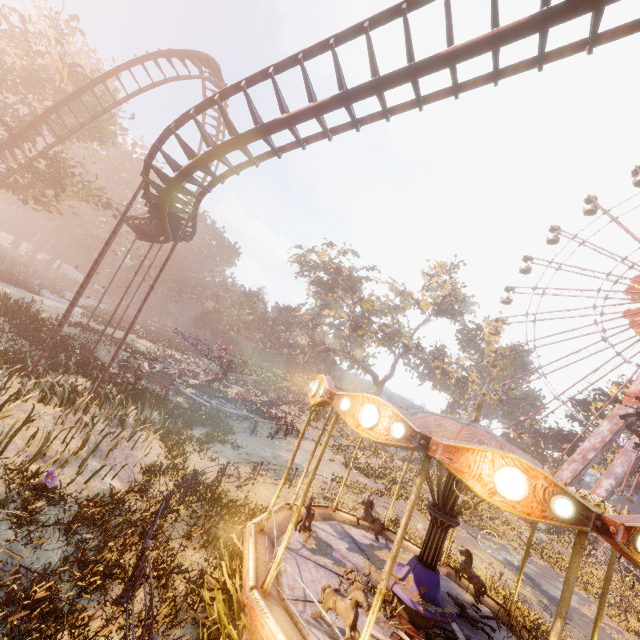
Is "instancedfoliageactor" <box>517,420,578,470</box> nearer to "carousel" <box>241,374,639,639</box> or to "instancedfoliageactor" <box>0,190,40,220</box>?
"carousel" <box>241,374,639,639</box>

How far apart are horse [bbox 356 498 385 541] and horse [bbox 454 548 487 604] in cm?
220

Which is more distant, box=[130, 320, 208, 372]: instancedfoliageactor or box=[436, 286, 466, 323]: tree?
box=[436, 286, 466, 323]: tree

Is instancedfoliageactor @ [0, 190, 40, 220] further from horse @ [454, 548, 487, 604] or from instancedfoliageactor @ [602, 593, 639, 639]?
instancedfoliageactor @ [602, 593, 639, 639]

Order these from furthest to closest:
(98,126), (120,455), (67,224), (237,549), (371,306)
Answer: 1. (67,224)
2. (371,306)
3. (98,126)
4. (120,455)
5. (237,549)

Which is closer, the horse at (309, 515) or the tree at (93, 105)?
the horse at (309, 515)

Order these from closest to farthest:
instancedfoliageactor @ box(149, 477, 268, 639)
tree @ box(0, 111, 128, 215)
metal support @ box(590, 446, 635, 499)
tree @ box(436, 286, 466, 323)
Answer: instancedfoliageactor @ box(149, 477, 268, 639), tree @ box(0, 111, 128, 215), metal support @ box(590, 446, 635, 499), tree @ box(436, 286, 466, 323)

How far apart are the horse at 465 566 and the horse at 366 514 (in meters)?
2.20
